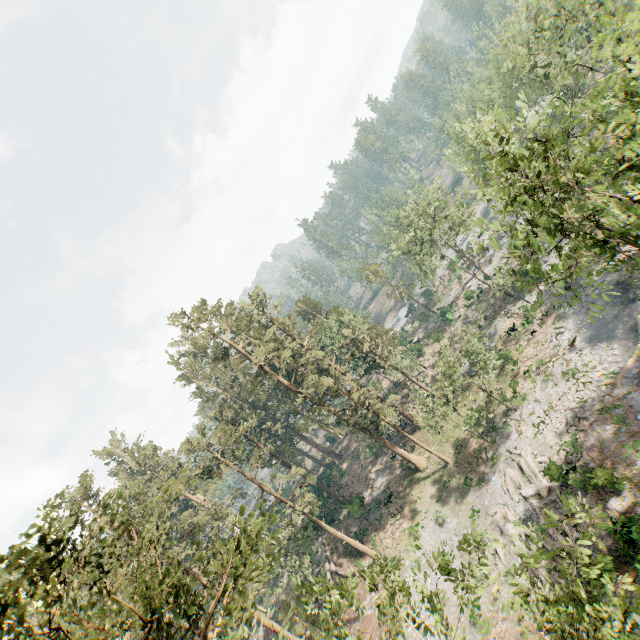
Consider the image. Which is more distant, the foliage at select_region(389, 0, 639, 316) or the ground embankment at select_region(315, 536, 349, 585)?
the ground embankment at select_region(315, 536, 349, 585)

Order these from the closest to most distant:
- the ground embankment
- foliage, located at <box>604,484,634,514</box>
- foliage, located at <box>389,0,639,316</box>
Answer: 1. foliage, located at <box>389,0,639,316</box>
2. foliage, located at <box>604,484,634,514</box>
3. the ground embankment

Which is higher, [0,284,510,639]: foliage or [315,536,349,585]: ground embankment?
[0,284,510,639]: foliage

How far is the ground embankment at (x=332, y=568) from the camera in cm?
3556

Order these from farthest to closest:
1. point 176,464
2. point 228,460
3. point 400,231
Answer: point 400,231, point 176,464, point 228,460

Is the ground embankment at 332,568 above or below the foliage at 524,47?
below

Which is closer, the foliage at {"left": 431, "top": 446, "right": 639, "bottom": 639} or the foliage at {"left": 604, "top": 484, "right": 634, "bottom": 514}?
the foliage at {"left": 431, "top": 446, "right": 639, "bottom": 639}
